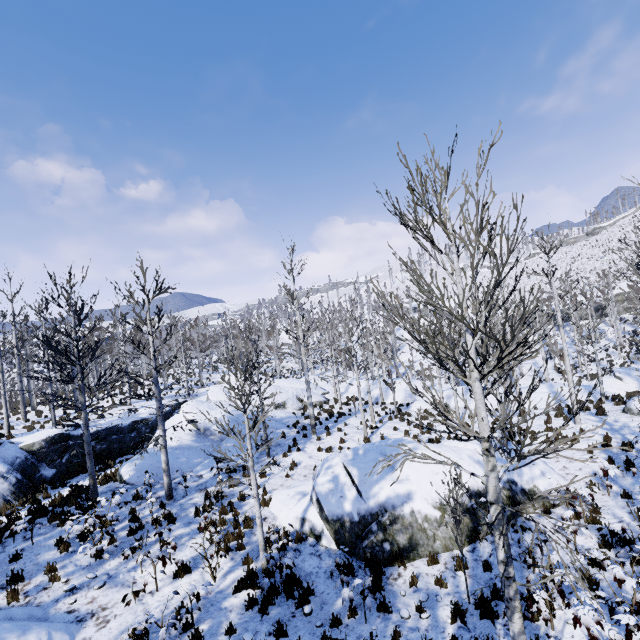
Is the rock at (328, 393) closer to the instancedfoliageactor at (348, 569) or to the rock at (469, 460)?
the instancedfoliageactor at (348, 569)

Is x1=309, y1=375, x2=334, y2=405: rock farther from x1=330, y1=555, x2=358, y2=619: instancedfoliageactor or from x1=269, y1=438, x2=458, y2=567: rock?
x1=269, y1=438, x2=458, y2=567: rock

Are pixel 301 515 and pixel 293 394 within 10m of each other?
no

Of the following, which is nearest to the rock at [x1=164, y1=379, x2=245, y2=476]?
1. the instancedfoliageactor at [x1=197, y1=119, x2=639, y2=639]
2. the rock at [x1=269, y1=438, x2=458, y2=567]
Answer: the instancedfoliageactor at [x1=197, y1=119, x2=639, y2=639]

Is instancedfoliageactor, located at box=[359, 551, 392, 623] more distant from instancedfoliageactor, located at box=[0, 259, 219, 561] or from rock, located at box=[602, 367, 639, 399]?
instancedfoliageactor, located at box=[0, 259, 219, 561]

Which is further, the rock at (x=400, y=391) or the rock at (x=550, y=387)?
the rock at (x=400, y=391)

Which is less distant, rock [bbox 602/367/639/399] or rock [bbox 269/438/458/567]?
rock [bbox 269/438/458/567]

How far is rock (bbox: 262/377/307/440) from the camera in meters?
19.6
